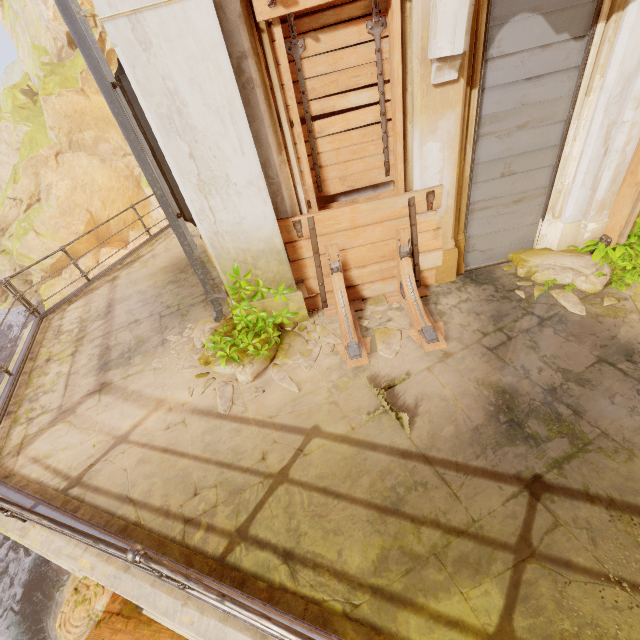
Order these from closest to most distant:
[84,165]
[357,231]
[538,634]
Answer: [538,634] → [357,231] → [84,165]

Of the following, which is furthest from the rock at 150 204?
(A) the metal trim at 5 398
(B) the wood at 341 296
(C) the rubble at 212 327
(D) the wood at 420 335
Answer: (D) the wood at 420 335

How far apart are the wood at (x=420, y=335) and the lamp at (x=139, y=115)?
2.8m

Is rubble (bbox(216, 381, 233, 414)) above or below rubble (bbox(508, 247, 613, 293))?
below

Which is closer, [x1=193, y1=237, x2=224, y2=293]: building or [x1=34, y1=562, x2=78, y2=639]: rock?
[x1=193, y1=237, x2=224, y2=293]: building

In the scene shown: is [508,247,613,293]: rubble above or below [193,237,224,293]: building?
above

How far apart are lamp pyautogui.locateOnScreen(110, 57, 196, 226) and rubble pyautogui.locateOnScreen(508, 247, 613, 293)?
4.83m

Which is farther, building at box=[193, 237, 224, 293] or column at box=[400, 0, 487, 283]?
building at box=[193, 237, 224, 293]
